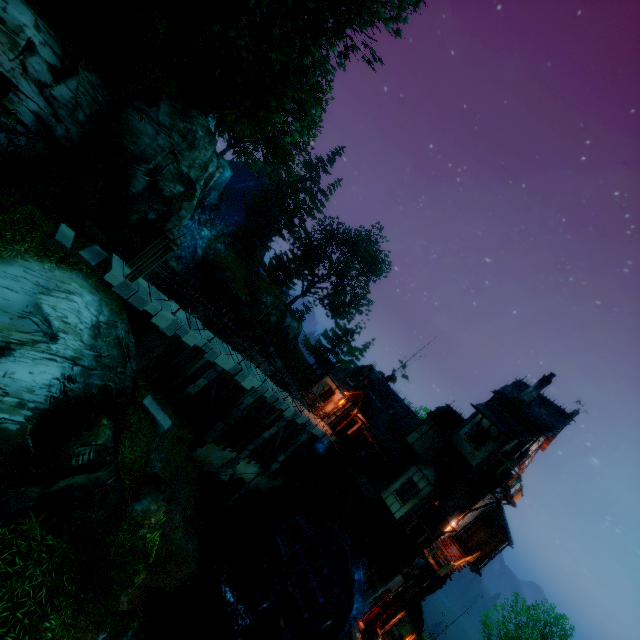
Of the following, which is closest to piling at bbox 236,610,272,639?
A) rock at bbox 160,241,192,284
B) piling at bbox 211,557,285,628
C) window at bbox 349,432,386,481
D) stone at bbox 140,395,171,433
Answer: piling at bbox 211,557,285,628

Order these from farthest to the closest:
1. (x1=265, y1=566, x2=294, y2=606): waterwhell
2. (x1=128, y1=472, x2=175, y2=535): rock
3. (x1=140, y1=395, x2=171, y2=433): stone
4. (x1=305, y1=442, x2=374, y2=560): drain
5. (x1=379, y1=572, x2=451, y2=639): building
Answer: (x1=379, y1=572, x2=451, y2=639): building, (x1=305, y1=442, x2=374, y2=560): drain, (x1=265, y1=566, x2=294, y2=606): waterwhell, (x1=140, y1=395, x2=171, y2=433): stone, (x1=128, y1=472, x2=175, y2=535): rock

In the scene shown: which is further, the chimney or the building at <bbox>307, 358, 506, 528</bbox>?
the chimney

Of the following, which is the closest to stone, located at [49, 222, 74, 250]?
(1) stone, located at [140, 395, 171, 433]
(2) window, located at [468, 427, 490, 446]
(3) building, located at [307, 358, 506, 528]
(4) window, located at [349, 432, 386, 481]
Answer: (1) stone, located at [140, 395, 171, 433]

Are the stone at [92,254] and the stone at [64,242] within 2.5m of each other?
yes

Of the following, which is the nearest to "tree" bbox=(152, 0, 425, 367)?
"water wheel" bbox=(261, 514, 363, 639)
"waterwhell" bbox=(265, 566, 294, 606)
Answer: "water wheel" bbox=(261, 514, 363, 639)

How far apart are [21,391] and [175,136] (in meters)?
12.25

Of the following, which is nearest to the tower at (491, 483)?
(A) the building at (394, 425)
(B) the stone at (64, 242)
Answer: (A) the building at (394, 425)
